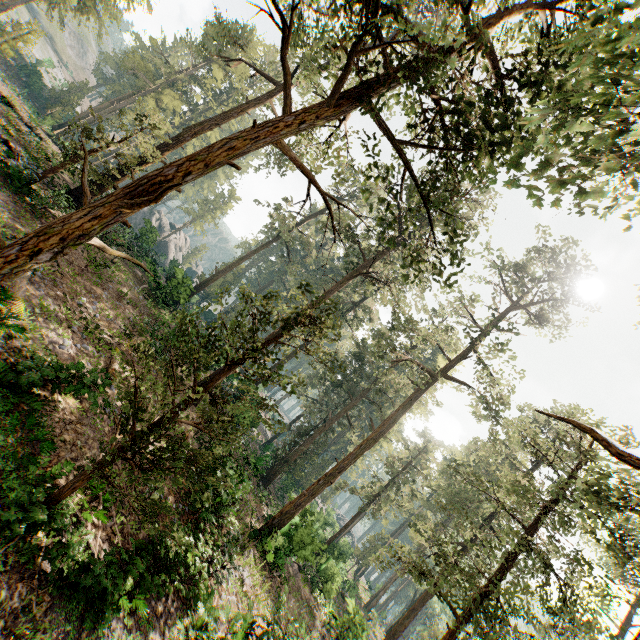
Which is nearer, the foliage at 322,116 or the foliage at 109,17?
the foliage at 322,116

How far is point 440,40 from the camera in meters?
28.3

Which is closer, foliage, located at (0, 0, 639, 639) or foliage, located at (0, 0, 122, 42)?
foliage, located at (0, 0, 639, 639)

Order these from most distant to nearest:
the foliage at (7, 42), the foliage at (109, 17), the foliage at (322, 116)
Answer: the foliage at (109, 17), the foliage at (7, 42), the foliage at (322, 116)

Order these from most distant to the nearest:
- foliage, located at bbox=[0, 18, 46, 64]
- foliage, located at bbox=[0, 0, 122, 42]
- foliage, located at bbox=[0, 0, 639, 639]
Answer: foliage, located at bbox=[0, 0, 122, 42]
foliage, located at bbox=[0, 18, 46, 64]
foliage, located at bbox=[0, 0, 639, 639]

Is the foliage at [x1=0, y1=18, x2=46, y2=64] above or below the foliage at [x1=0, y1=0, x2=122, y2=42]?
below
